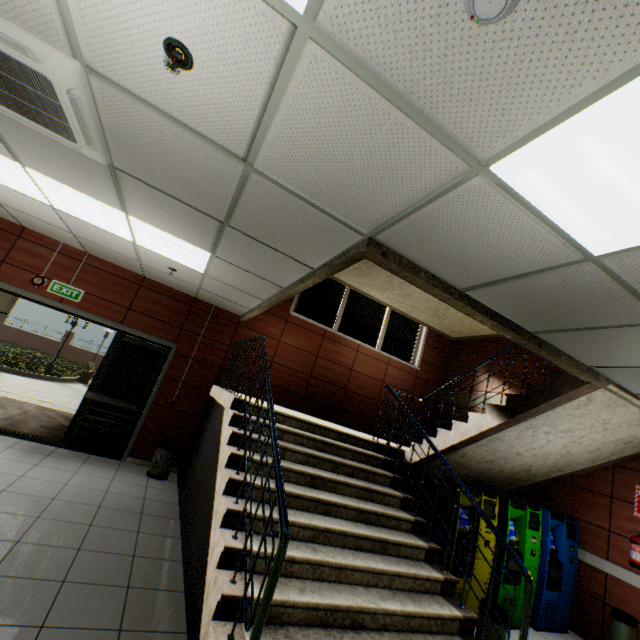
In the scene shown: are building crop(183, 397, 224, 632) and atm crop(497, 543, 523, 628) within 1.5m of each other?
no

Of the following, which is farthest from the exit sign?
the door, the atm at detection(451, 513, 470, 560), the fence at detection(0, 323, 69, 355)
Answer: the fence at detection(0, 323, 69, 355)

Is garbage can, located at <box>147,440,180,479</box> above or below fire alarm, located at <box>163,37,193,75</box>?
below

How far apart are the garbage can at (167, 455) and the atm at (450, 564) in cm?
408

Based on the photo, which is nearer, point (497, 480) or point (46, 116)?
point (46, 116)

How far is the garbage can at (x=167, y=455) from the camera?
5.5m

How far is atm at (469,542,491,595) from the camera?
4.19m

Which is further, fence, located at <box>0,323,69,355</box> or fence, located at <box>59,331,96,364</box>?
fence, located at <box>59,331,96,364</box>
